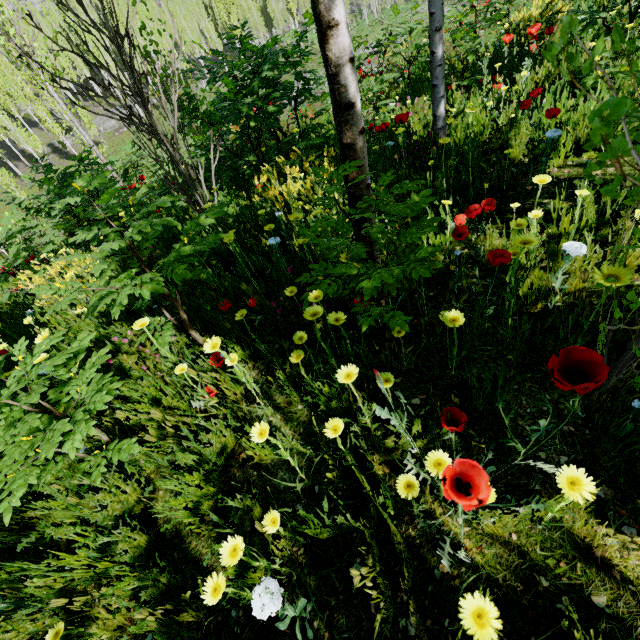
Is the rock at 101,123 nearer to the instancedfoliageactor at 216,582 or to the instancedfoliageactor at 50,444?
the instancedfoliageactor at 216,582

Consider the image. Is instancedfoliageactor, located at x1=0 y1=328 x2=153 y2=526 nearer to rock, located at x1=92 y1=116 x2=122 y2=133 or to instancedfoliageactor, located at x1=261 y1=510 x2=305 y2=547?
instancedfoliageactor, located at x1=261 y1=510 x2=305 y2=547

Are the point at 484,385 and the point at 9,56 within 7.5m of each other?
no

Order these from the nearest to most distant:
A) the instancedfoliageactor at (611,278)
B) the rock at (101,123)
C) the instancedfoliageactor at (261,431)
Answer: the instancedfoliageactor at (611,278), the instancedfoliageactor at (261,431), the rock at (101,123)

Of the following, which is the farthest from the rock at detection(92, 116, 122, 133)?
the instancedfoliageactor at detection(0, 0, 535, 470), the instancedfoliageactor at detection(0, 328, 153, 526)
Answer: the instancedfoliageactor at detection(0, 328, 153, 526)

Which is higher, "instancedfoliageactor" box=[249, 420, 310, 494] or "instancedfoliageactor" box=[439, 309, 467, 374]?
"instancedfoliageactor" box=[249, 420, 310, 494]

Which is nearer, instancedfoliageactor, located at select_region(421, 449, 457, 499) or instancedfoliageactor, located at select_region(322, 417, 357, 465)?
instancedfoliageactor, located at select_region(421, 449, 457, 499)
